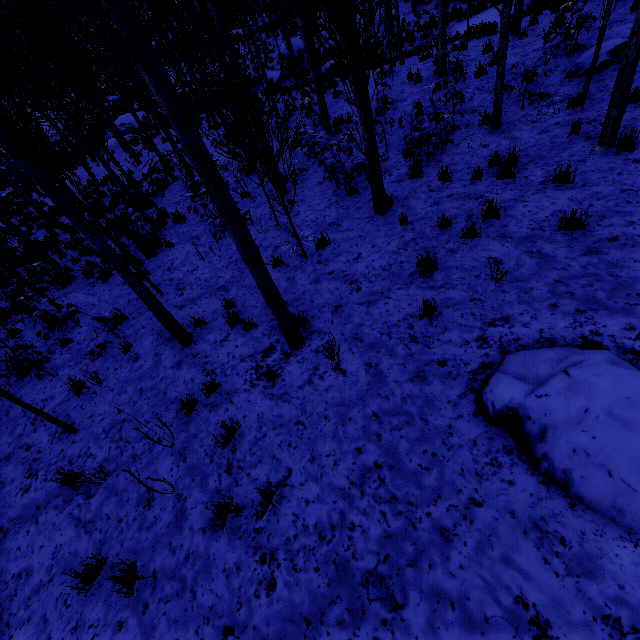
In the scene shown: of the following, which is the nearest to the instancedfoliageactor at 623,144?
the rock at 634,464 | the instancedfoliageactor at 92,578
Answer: the rock at 634,464

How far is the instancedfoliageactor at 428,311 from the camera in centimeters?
447cm

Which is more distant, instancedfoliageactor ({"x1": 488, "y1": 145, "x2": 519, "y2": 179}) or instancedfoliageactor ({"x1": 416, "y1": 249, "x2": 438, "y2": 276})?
instancedfoliageactor ({"x1": 488, "y1": 145, "x2": 519, "y2": 179})

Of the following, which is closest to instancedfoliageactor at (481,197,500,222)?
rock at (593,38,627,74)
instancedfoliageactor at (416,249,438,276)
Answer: rock at (593,38,627,74)

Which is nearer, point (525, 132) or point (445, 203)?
point (445, 203)

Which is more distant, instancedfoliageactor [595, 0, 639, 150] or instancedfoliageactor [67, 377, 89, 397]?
instancedfoliageactor [67, 377, 89, 397]

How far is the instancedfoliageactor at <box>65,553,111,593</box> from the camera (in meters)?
3.49
